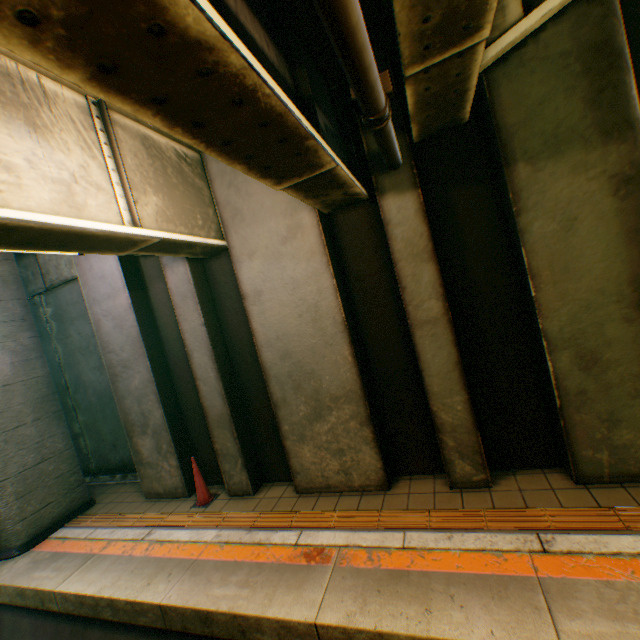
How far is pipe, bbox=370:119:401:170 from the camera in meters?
2.9

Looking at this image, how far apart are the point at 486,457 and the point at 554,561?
1.5 meters

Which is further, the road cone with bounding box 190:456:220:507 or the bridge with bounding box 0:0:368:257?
the road cone with bounding box 190:456:220:507

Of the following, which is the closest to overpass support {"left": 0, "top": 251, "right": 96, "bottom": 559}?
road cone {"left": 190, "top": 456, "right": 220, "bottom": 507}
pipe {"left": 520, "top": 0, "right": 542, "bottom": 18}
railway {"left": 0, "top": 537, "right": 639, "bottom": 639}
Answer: railway {"left": 0, "top": 537, "right": 639, "bottom": 639}

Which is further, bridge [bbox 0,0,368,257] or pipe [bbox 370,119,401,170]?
pipe [bbox 370,119,401,170]

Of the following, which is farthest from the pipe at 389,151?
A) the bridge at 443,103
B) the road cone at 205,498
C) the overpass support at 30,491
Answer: the road cone at 205,498

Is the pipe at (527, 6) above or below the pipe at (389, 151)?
above

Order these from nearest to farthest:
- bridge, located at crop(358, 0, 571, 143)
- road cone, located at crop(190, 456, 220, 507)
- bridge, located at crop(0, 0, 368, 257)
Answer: bridge, located at crop(0, 0, 368, 257) < bridge, located at crop(358, 0, 571, 143) < road cone, located at crop(190, 456, 220, 507)
